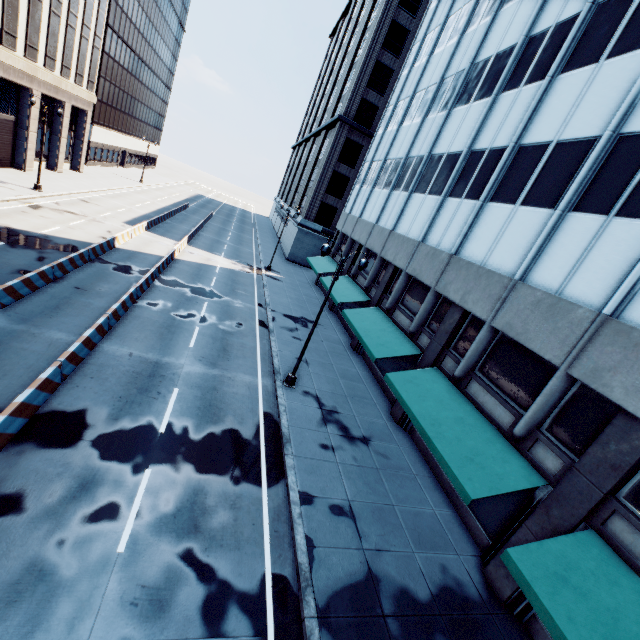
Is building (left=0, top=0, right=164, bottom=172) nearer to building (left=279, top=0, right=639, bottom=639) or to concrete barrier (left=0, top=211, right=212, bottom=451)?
concrete barrier (left=0, top=211, right=212, bottom=451)

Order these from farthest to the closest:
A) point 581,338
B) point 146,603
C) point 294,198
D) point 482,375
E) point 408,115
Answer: point 294,198 < point 408,115 < point 482,375 < point 581,338 < point 146,603

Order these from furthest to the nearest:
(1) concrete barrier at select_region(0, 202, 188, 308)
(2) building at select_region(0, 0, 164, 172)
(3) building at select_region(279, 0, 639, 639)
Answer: (2) building at select_region(0, 0, 164, 172), (1) concrete barrier at select_region(0, 202, 188, 308), (3) building at select_region(279, 0, 639, 639)

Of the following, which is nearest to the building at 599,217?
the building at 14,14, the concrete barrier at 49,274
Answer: the concrete barrier at 49,274

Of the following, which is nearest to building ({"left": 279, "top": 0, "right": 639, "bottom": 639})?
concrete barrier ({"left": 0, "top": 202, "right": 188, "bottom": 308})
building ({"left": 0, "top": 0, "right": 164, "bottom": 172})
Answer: concrete barrier ({"left": 0, "top": 202, "right": 188, "bottom": 308})

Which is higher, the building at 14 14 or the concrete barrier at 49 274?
the building at 14 14
